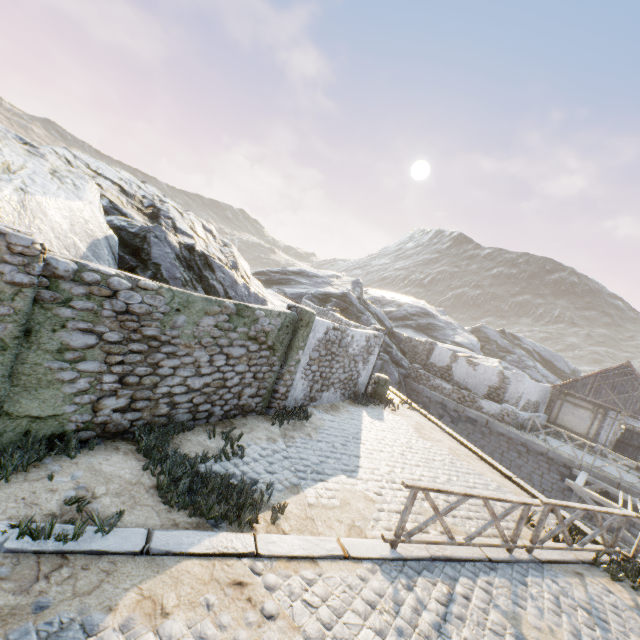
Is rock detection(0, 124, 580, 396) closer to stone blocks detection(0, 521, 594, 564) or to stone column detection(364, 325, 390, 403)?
stone blocks detection(0, 521, 594, 564)

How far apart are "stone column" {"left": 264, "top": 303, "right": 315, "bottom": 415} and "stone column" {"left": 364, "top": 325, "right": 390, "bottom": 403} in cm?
512

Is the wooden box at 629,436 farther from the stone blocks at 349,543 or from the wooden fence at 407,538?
the wooden fence at 407,538

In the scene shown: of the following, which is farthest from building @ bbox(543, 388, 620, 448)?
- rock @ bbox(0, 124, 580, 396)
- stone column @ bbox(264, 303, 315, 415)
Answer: stone column @ bbox(264, 303, 315, 415)

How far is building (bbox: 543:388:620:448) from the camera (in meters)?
20.05

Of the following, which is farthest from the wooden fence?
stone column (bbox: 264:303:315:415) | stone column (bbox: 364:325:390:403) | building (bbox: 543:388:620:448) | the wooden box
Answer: the wooden box

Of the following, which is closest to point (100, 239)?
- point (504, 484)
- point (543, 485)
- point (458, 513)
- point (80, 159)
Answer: point (80, 159)

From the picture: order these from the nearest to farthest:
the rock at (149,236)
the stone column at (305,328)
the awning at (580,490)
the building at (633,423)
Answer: the rock at (149,236), the stone column at (305,328), the awning at (580,490), the building at (633,423)
